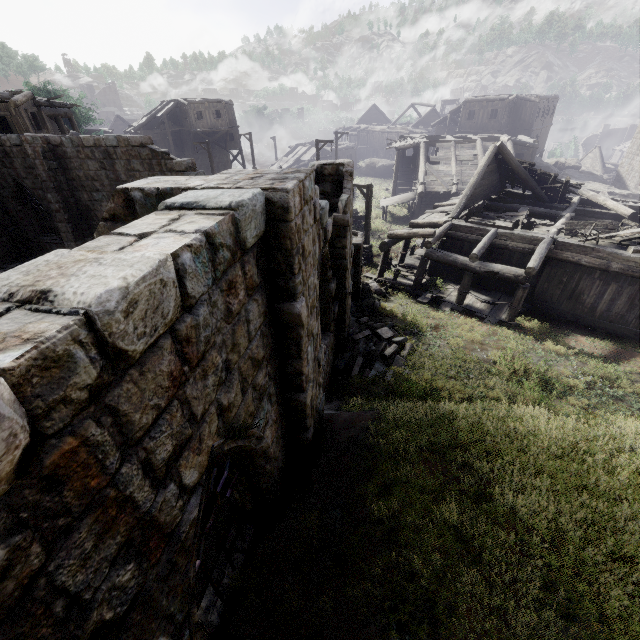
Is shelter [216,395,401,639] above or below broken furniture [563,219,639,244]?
below

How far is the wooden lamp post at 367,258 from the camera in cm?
1847

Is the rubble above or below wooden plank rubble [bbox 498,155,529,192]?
below

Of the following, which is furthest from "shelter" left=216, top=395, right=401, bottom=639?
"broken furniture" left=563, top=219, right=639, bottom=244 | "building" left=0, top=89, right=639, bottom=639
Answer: "broken furniture" left=563, top=219, right=639, bottom=244

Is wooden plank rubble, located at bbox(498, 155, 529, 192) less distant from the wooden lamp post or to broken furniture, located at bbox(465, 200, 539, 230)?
broken furniture, located at bbox(465, 200, 539, 230)

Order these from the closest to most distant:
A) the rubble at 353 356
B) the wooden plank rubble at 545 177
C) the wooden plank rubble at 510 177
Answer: the rubble at 353 356
the wooden plank rubble at 545 177
the wooden plank rubble at 510 177

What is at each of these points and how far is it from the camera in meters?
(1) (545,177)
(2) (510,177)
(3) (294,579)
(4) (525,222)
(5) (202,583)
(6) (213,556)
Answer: (1) wooden plank rubble, 18.2 m
(2) wooden plank rubble, 20.7 m
(3) shelter, 4.1 m
(4) broken furniture, 14.9 m
(5) shelter, 4.9 m
(6) shelter, 5.2 m

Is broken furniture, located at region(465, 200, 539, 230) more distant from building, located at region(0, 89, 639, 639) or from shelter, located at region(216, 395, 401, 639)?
shelter, located at region(216, 395, 401, 639)
